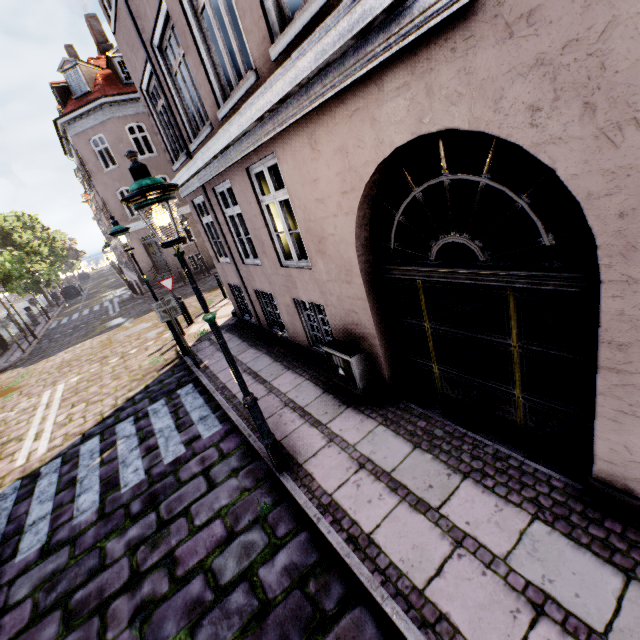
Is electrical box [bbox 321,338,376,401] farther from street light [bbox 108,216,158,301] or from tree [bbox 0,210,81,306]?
tree [bbox 0,210,81,306]

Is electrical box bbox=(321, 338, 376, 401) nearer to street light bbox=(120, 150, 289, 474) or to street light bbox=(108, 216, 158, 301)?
street light bbox=(120, 150, 289, 474)

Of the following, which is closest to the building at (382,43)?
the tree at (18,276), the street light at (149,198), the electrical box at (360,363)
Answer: the electrical box at (360,363)

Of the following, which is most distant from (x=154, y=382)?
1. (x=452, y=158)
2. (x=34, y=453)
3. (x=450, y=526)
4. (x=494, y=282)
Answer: (x=452, y=158)

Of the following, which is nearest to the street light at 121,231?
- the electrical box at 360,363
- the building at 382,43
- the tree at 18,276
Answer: the building at 382,43

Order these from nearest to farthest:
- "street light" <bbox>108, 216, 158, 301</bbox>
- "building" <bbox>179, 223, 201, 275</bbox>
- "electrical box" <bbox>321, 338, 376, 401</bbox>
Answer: "electrical box" <bbox>321, 338, 376, 401</bbox>, "street light" <bbox>108, 216, 158, 301</bbox>, "building" <bbox>179, 223, 201, 275</bbox>

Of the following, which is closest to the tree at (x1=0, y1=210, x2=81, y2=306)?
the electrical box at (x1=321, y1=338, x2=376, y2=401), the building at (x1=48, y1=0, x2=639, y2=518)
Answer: the building at (x1=48, y1=0, x2=639, y2=518)

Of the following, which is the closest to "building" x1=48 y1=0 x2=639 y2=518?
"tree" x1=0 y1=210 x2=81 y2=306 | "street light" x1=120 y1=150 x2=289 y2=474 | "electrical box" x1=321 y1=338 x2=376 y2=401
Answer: "electrical box" x1=321 y1=338 x2=376 y2=401
